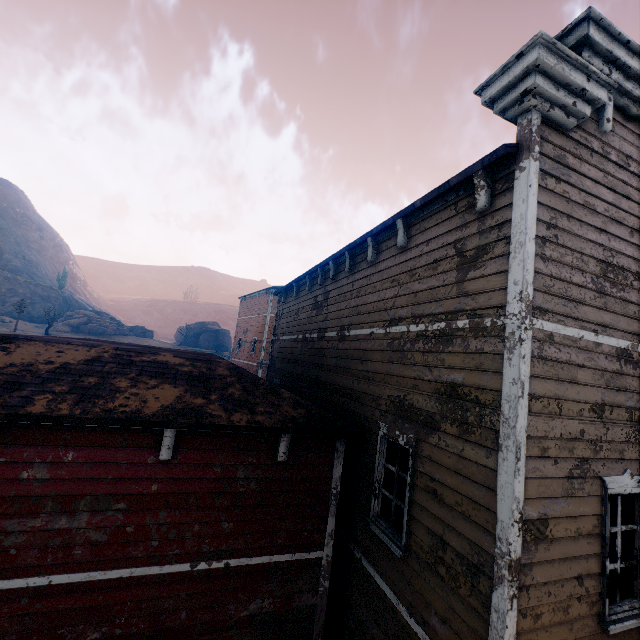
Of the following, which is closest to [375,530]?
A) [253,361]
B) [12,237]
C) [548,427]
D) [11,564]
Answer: [548,427]

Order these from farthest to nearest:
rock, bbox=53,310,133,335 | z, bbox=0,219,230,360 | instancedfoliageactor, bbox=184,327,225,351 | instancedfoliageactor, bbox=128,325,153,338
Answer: instancedfoliageactor, bbox=184,327,225,351 → instancedfoliageactor, bbox=128,325,153,338 → rock, bbox=53,310,133,335 → z, bbox=0,219,230,360

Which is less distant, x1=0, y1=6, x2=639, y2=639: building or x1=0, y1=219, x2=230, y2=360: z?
x1=0, y1=6, x2=639, y2=639: building

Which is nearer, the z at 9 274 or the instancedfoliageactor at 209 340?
the z at 9 274

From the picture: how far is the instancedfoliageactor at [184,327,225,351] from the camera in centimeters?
5784cm

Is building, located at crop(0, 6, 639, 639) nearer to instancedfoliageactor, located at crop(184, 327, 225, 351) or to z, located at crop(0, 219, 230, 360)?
instancedfoliageactor, located at crop(184, 327, 225, 351)

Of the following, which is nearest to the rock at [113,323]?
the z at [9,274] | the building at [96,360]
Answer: the building at [96,360]
